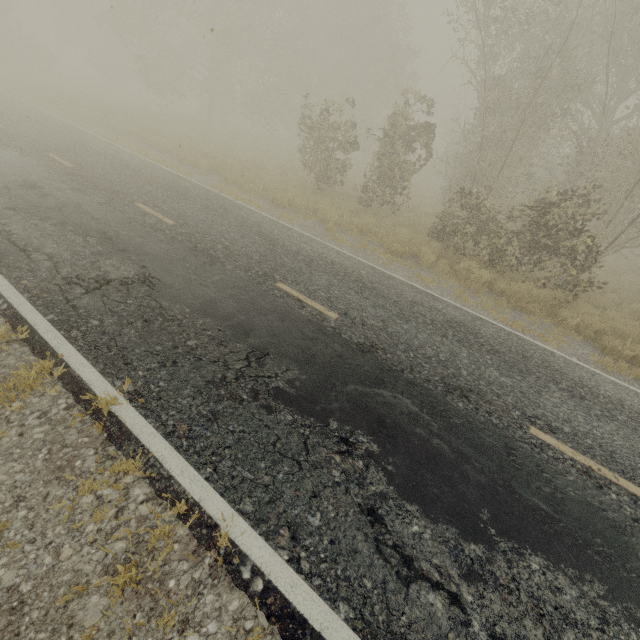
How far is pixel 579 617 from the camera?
2.8m
